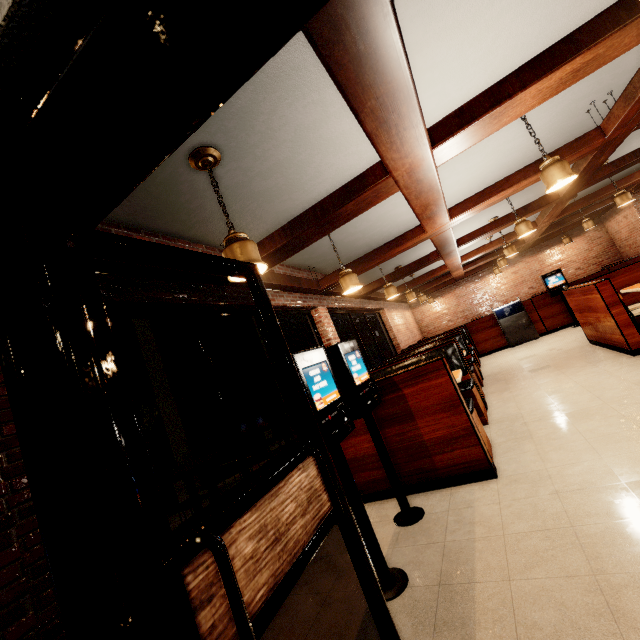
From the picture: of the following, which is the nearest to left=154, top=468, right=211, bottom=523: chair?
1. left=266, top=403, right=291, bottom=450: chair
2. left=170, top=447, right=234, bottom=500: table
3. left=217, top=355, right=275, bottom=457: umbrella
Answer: left=170, top=447, right=234, bottom=500: table

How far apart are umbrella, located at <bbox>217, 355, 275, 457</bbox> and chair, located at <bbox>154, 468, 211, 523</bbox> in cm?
96

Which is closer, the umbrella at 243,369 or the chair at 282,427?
the umbrella at 243,369

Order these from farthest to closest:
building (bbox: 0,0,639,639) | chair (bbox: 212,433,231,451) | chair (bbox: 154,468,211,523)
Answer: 1. chair (bbox: 212,433,231,451)
2. chair (bbox: 154,468,211,523)
3. building (bbox: 0,0,639,639)

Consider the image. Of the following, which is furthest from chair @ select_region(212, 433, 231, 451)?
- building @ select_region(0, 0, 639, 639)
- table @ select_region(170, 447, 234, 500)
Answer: building @ select_region(0, 0, 639, 639)

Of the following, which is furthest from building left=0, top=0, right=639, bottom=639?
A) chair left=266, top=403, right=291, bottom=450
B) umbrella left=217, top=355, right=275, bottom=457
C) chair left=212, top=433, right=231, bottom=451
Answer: chair left=266, top=403, right=291, bottom=450

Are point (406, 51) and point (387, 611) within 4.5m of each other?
yes

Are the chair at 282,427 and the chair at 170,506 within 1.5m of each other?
no
